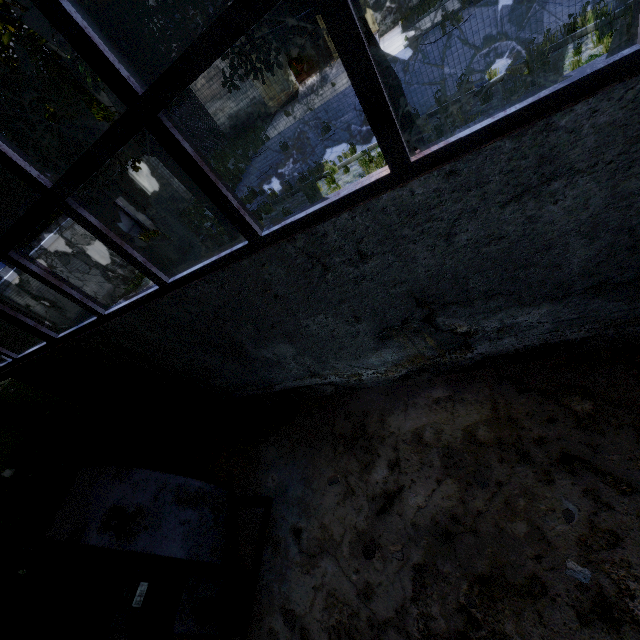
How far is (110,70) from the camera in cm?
193

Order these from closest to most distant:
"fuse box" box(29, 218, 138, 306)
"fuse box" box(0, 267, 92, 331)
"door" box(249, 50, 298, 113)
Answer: "fuse box" box(0, 267, 92, 331), "fuse box" box(29, 218, 138, 306), "door" box(249, 50, 298, 113)

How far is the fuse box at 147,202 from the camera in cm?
1739

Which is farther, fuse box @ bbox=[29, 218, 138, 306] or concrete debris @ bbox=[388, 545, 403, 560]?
fuse box @ bbox=[29, 218, 138, 306]

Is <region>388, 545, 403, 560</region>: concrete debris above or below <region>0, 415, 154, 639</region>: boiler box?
below

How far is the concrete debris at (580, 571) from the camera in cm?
243

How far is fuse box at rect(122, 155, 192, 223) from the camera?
17.4m

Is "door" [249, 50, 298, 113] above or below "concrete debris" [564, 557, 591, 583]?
above
